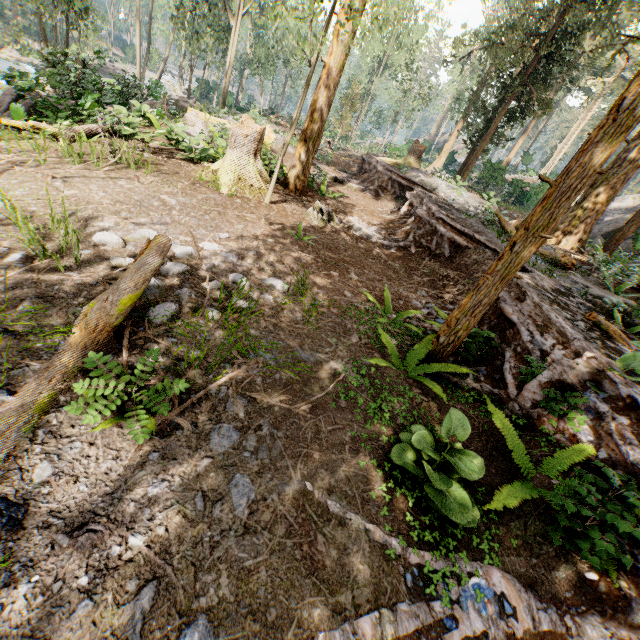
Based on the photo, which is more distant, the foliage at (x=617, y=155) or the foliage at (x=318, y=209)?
the foliage at (x=318, y=209)

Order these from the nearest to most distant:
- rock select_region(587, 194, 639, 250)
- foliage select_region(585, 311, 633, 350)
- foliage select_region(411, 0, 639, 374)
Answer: foliage select_region(411, 0, 639, 374) → foliage select_region(585, 311, 633, 350) → rock select_region(587, 194, 639, 250)

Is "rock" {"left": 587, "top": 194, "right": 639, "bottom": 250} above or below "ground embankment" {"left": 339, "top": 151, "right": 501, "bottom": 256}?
above

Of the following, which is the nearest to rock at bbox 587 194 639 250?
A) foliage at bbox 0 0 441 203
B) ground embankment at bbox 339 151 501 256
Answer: foliage at bbox 0 0 441 203

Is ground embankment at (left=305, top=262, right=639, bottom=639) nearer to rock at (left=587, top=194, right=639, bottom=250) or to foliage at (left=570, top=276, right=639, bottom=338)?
foliage at (left=570, top=276, right=639, bottom=338)

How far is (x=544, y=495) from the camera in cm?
321

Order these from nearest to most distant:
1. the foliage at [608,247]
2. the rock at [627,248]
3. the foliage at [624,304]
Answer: the foliage at [624,304] < the foliage at [608,247] < the rock at [627,248]

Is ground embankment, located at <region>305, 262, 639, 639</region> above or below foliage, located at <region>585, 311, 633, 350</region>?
below
